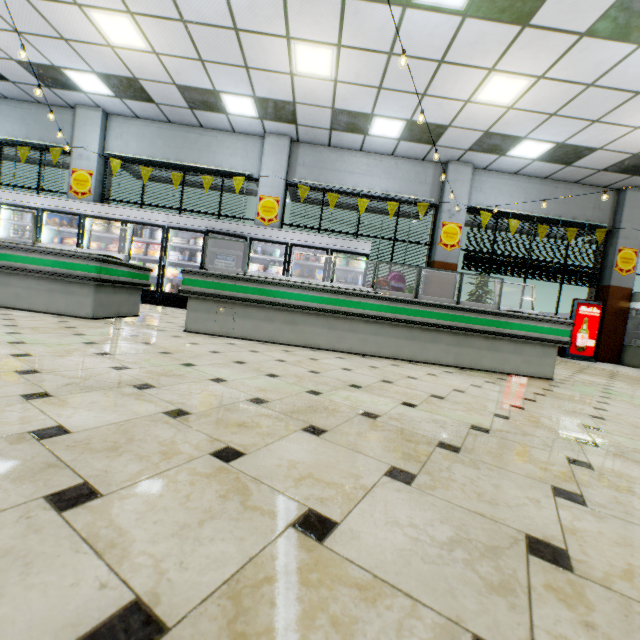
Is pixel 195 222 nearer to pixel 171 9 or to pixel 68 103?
pixel 171 9

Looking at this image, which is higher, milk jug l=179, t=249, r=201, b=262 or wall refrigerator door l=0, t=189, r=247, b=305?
wall refrigerator door l=0, t=189, r=247, b=305

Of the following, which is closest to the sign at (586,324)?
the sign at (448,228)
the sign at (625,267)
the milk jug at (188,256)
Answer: the sign at (625,267)

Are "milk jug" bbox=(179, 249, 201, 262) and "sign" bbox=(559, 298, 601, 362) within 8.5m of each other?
no

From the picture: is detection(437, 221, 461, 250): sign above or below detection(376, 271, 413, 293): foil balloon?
above

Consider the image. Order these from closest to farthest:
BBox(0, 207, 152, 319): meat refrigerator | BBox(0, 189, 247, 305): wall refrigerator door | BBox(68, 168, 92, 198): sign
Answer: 1. BBox(0, 207, 152, 319): meat refrigerator
2. BBox(0, 189, 247, 305): wall refrigerator door
3. BBox(68, 168, 92, 198): sign

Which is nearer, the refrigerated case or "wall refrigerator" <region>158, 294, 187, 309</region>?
"wall refrigerator" <region>158, 294, 187, 309</region>

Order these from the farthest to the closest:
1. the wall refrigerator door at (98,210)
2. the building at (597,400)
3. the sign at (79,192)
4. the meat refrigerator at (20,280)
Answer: the sign at (79,192) → the wall refrigerator door at (98,210) → the meat refrigerator at (20,280) → the building at (597,400)
